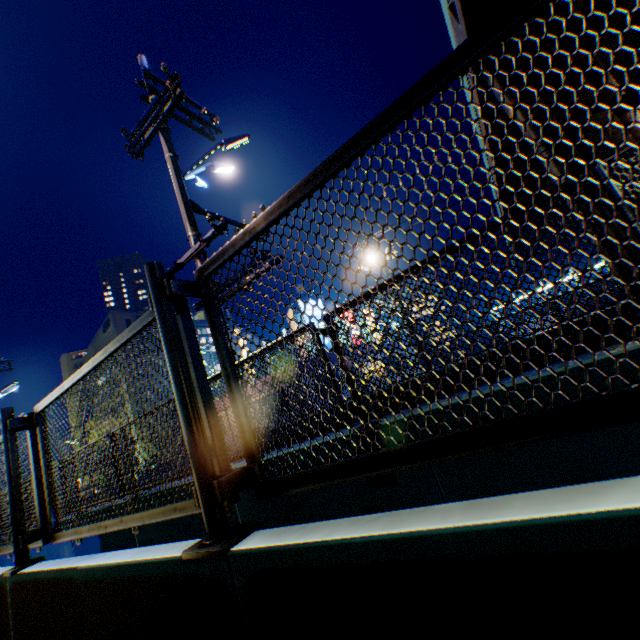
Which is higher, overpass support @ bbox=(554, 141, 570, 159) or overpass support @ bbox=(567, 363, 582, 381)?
overpass support @ bbox=(554, 141, 570, 159)

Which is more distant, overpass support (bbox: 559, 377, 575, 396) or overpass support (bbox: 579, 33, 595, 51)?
overpass support (bbox: 579, 33, 595, 51)

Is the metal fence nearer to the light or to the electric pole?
the electric pole

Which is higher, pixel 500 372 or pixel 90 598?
pixel 500 372

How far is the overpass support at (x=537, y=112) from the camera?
13.86m

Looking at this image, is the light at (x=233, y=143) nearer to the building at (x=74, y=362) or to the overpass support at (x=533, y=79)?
the overpass support at (x=533, y=79)

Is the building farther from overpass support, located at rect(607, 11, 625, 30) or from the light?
the light
